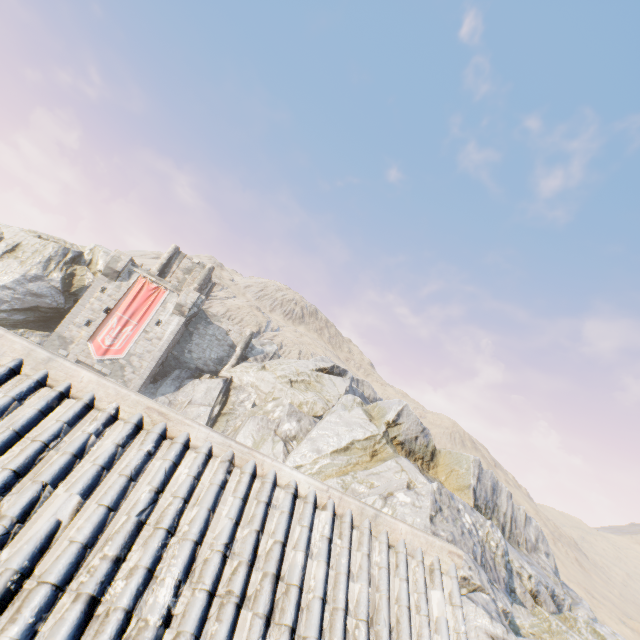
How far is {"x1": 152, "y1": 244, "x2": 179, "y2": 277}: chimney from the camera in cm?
3759

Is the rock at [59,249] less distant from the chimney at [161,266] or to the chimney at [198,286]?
the chimney at [161,266]

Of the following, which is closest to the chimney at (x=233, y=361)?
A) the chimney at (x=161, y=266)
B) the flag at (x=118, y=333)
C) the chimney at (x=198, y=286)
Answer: the chimney at (x=198, y=286)

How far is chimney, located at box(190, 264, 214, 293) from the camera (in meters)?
38.31

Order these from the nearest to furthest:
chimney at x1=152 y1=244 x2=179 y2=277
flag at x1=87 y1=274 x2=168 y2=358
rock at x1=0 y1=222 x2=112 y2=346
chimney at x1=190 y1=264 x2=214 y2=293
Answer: rock at x1=0 y1=222 x2=112 y2=346 < flag at x1=87 y1=274 x2=168 y2=358 < chimney at x1=152 y1=244 x2=179 y2=277 < chimney at x1=190 y1=264 x2=214 y2=293

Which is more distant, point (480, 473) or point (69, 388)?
point (480, 473)

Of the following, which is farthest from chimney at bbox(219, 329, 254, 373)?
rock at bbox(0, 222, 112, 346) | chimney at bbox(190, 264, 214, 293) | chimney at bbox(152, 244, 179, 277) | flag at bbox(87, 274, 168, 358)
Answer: chimney at bbox(152, 244, 179, 277)
